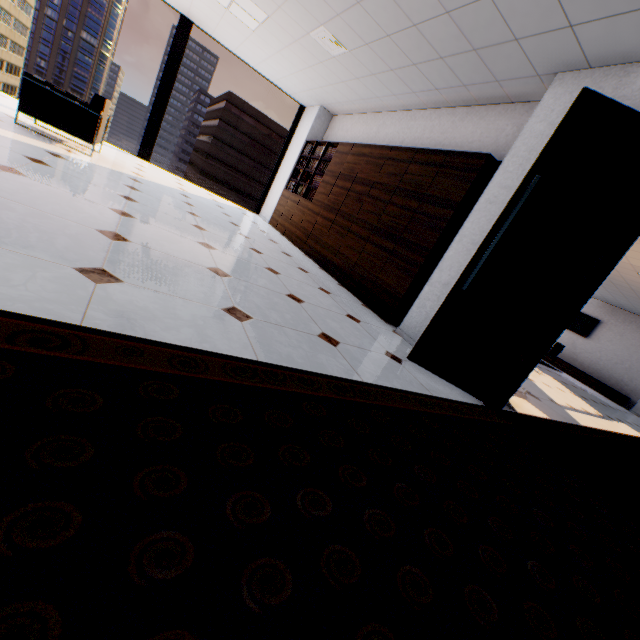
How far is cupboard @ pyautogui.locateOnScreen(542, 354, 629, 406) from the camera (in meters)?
11.02

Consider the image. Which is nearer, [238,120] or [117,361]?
[117,361]

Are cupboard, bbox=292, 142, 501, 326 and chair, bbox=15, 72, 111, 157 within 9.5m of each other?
yes

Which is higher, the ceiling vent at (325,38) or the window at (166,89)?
the ceiling vent at (325,38)

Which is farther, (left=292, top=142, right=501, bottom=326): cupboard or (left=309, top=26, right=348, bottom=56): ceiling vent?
(left=309, top=26, right=348, bottom=56): ceiling vent

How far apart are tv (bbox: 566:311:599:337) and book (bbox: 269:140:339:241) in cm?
1189

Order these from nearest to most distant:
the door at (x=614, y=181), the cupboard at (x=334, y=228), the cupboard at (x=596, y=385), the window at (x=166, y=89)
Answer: the door at (x=614, y=181), the cupboard at (x=334, y=228), the window at (x=166, y=89), the cupboard at (x=596, y=385)

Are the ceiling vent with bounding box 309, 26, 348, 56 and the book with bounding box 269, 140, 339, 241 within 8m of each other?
yes
